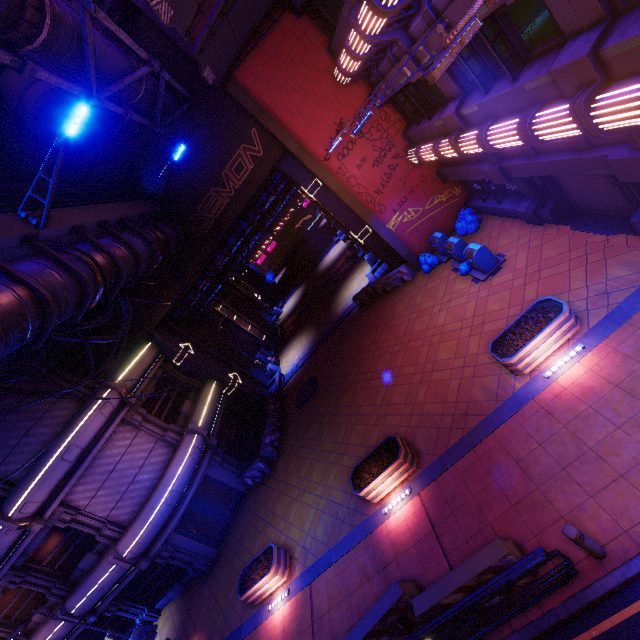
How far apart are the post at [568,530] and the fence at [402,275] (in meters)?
13.10

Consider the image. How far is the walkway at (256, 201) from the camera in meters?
20.4

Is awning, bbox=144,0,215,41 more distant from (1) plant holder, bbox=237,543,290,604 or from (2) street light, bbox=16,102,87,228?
(1) plant holder, bbox=237,543,290,604

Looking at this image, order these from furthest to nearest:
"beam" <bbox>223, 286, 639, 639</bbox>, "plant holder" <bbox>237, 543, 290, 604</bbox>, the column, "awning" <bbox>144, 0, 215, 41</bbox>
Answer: the column → "plant holder" <bbox>237, 543, 290, 604</bbox> → "beam" <bbox>223, 286, 639, 639</bbox> → "awning" <bbox>144, 0, 215, 41</bbox>

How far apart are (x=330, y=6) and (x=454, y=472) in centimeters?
1686cm

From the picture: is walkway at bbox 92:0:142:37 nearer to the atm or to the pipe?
the pipe

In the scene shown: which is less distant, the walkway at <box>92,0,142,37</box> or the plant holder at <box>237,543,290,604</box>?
the plant holder at <box>237,543,290,604</box>

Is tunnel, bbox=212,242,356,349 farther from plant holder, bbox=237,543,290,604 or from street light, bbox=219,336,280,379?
plant holder, bbox=237,543,290,604
